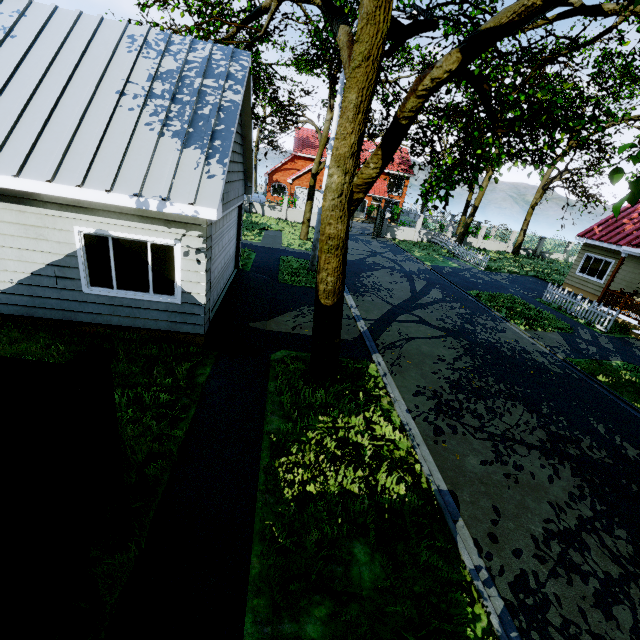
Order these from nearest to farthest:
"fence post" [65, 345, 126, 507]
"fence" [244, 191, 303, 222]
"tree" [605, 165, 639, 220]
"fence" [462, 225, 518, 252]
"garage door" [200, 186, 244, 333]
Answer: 1. "tree" [605, 165, 639, 220]
2. "fence post" [65, 345, 126, 507]
3. "garage door" [200, 186, 244, 333]
4. "fence" [244, 191, 303, 222]
5. "fence" [462, 225, 518, 252]

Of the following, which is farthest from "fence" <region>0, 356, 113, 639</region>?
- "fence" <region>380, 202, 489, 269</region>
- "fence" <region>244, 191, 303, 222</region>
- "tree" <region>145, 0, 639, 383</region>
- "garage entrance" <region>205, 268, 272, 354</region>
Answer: "fence" <region>244, 191, 303, 222</region>

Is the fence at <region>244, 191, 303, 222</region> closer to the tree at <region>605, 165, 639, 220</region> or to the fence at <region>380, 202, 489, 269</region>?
the tree at <region>605, 165, 639, 220</region>

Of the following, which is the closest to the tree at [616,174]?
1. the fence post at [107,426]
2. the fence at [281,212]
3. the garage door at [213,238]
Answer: the fence at [281,212]

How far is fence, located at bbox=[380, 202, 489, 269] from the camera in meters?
25.1 m

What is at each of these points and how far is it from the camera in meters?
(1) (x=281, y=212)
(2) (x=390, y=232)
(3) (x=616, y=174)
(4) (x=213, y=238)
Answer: (1) fence, 29.1
(2) fence, 30.8
(3) tree, 2.7
(4) garage door, 7.9

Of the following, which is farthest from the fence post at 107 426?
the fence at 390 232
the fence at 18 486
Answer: the fence at 390 232
